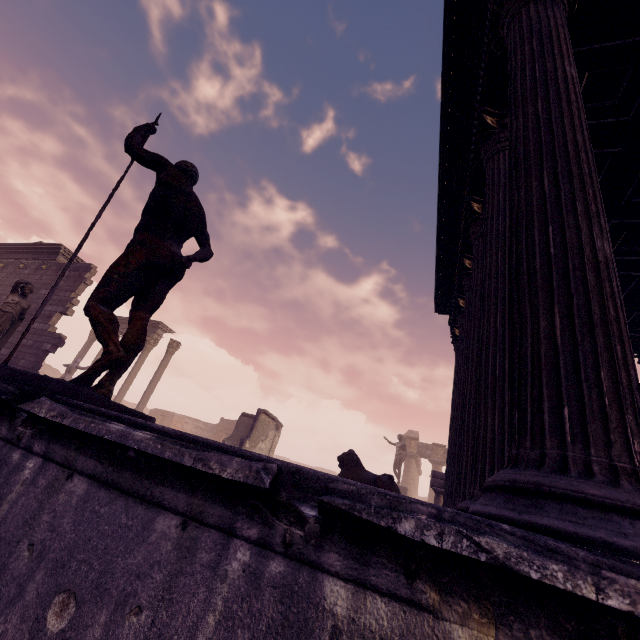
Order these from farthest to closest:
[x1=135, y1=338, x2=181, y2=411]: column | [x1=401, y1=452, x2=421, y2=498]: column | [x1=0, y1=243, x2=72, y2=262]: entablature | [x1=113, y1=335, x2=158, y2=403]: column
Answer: [x1=401, y1=452, x2=421, y2=498]: column, [x1=113, y1=335, x2=158, y2=403]: column, [x1=135, y1=338, x2=181, y2=411]: column, [x1=0, y1=243, x2=72, y2=262]: entablature

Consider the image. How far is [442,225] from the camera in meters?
7.4

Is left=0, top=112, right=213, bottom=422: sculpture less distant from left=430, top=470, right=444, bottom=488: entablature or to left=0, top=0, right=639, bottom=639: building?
left=0, top=0, right=639, bottom=639: building

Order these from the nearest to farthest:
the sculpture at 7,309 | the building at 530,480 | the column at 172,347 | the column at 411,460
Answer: the building at 530,480, the sculpture at 7,309, the column at 172,347, the column at 411,460

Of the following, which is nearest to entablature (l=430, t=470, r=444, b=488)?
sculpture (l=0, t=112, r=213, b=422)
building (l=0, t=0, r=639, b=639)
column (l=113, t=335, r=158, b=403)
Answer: building (l=0, t=0, r=639, b=639)

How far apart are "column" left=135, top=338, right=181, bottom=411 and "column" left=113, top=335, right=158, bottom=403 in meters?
0.9 m

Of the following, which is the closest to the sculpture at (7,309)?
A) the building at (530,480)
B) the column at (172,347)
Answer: the building at (530,480)

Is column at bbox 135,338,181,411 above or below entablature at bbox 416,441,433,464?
below
